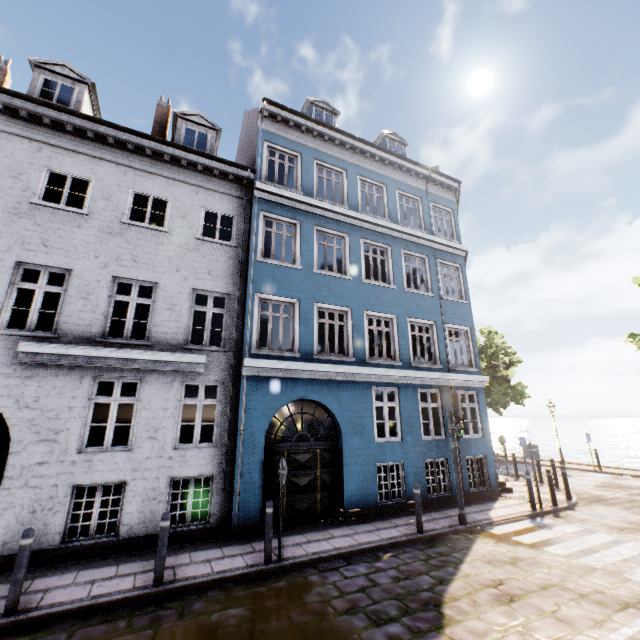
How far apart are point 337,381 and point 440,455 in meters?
4.8 m

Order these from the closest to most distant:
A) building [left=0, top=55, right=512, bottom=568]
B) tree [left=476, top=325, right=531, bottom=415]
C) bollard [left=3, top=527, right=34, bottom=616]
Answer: bollard [left=3, top=527, right=34, bottom=616] → building [left=0, top=55, right=512, bottom=568] → tree [left=476, top=325, right=531, bottom=415]

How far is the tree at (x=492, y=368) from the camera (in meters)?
23.28

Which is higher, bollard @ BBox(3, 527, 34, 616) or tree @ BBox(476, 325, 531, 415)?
tree @ BBox(476, 325, 531, 415)

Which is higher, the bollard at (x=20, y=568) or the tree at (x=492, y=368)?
the tree at (x=492, y=368)

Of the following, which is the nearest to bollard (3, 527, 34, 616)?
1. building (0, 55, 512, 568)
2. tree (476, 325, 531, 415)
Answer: building (0, 55, 512, 568)

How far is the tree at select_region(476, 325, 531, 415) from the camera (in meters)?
23.28
